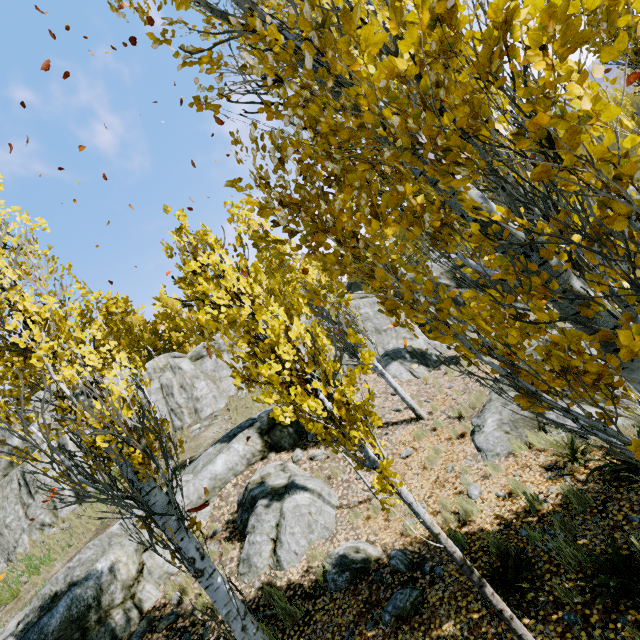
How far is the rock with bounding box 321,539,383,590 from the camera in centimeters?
588cm

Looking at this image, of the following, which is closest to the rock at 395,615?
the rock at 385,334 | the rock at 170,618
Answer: the rock at 385,334

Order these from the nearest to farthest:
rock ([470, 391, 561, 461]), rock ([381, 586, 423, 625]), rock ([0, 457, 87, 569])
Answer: rock ([381, 586, 423, 625])
rock ([470, 391, 561, 461])
rock ([0, 457, 87, 569])

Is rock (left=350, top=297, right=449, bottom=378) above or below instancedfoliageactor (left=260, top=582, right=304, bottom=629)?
above

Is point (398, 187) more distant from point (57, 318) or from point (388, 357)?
point (388, 357)

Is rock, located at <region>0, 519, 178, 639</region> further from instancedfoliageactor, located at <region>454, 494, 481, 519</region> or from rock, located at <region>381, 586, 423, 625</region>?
rock, located at <region>381, 586, 423, 625</region>

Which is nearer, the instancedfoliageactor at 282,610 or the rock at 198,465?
the instancedfoliageactor at 282,610

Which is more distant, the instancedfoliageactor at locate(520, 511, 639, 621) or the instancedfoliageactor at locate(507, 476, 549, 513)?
the instancedfoliageactor at locate(507, 476, 549, 513)
